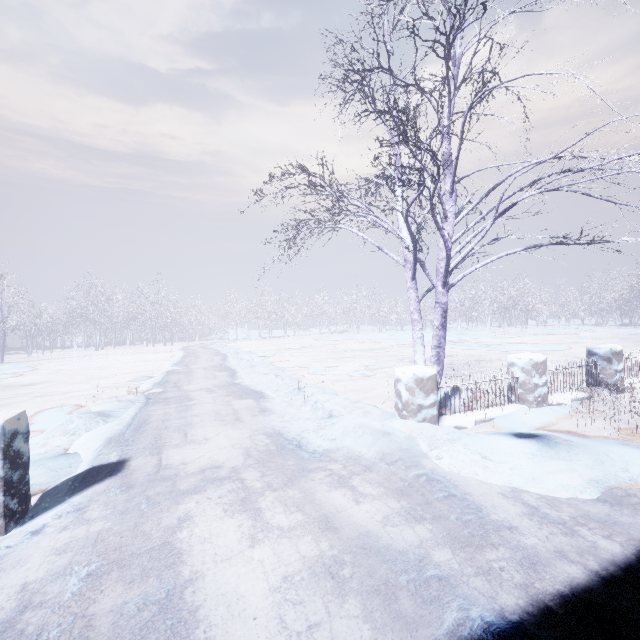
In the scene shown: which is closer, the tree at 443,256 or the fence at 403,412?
the tree at 443,256

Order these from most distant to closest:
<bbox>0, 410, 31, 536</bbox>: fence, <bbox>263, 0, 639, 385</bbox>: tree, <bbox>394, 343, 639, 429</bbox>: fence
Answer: <bbox>394, 343, 639, 429</bbox>: fence, <bbox>263, 0, 639, 385</bbox>: tree, <bbox>0, 410, 31, 536</bbox>: fence

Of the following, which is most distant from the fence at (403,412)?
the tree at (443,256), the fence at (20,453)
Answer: the fence at (20,453)

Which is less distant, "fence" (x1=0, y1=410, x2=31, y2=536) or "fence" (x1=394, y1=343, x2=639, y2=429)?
"fence" (x1=0, y1=410, x2=31, y2=536)

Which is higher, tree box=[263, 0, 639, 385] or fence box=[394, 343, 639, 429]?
tree box=[263, 0, 639, 385]

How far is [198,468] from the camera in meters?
3.3

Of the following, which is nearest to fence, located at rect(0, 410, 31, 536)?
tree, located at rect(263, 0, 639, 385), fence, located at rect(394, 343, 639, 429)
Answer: tree, located at rect(263, 0, 639, 385)

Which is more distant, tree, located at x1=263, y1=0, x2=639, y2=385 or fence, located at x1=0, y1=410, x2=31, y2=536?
tree, located at x1=263, y1=0, x2=639, y2=385
